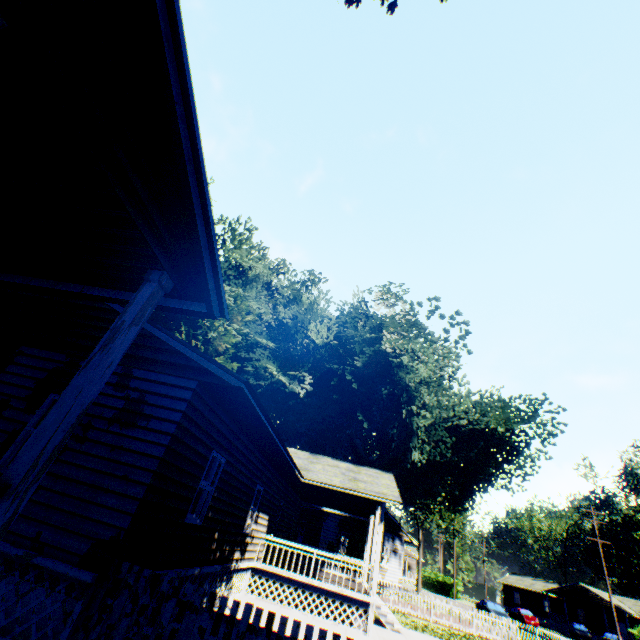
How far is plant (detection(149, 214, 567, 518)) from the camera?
20.27m

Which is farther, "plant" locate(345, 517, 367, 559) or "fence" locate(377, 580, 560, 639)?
"plant" locate(345, 517, 367, 559)

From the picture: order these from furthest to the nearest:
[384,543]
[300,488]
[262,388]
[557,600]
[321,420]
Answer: [557,600], [321,420], [384,543], [262,388], [300,488]

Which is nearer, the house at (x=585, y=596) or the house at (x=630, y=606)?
the house at (x=630, y=606)

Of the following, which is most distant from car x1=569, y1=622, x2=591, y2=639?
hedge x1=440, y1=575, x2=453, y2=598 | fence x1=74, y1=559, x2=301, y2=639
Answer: fence x1=74, y1=559, x2=301, y2=639

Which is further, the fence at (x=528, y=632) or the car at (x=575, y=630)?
the car at (x=575, y=630)

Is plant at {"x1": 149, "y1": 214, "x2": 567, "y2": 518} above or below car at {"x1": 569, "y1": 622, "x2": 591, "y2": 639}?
above

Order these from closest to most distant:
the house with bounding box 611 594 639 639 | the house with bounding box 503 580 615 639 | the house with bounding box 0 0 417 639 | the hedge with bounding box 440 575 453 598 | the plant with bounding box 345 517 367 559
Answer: the house with bounding box 0 0 417 639 < the plant with bounding box 345 517 367 559 < the house with bounding box 611 594 639 639 < the house with bounding box 503 580 615 639 < the hedge with bounding box 440 575 453 598
